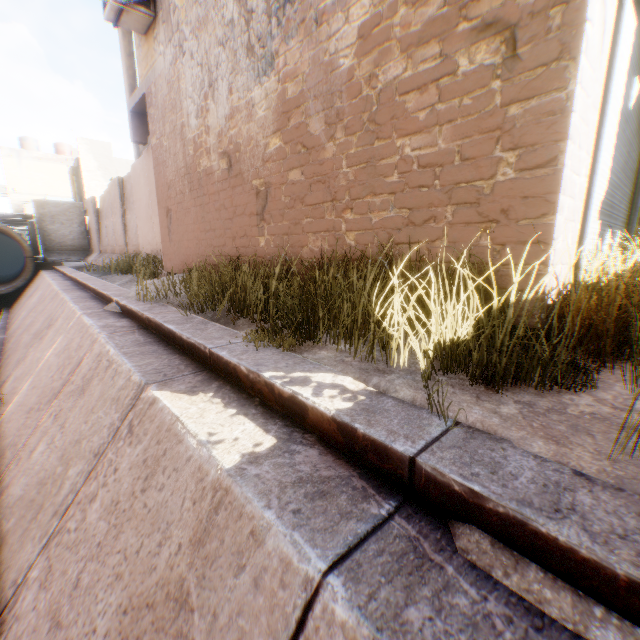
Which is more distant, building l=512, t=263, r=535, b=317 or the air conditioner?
the air conditioner

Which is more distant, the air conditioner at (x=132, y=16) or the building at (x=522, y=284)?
the air conditioner at (x=132, y=16)

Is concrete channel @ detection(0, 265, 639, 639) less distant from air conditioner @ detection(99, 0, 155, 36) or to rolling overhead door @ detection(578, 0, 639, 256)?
rolling overhead door @ detection(578, 0, 639, 256)

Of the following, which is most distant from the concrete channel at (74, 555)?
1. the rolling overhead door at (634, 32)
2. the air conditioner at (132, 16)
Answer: the air conditioner at (132, 16)

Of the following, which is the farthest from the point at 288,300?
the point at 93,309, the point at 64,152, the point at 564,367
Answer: the point at 64,152

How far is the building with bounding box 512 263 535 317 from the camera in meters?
2.2

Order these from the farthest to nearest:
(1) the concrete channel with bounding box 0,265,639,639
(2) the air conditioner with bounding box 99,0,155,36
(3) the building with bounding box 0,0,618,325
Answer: (2) the air conditioner with bounding box 99,0,155,36 < (3) the building with bounding box 0,0,618,325 < (1) the concrete channel with bounding box 0,265,639,639

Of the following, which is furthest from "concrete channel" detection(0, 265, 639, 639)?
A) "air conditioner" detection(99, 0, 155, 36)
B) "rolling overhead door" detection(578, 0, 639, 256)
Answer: "air conditioner" detection(99, 0, 155, 36)
